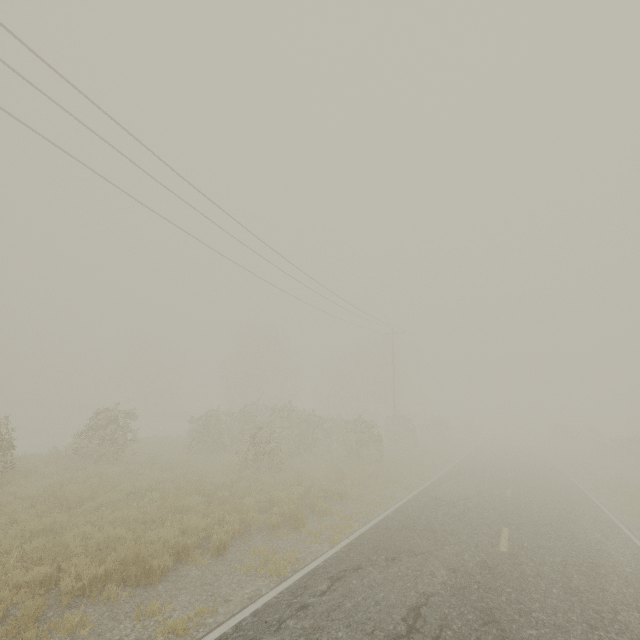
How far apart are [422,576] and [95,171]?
14.9m

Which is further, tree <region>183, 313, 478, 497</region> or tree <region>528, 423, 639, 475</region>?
tree <region>528, 423, 639, 475</region>

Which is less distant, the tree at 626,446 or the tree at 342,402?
the tree at 342,402

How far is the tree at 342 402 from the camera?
18.1 meters

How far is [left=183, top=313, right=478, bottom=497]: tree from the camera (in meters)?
18.07
